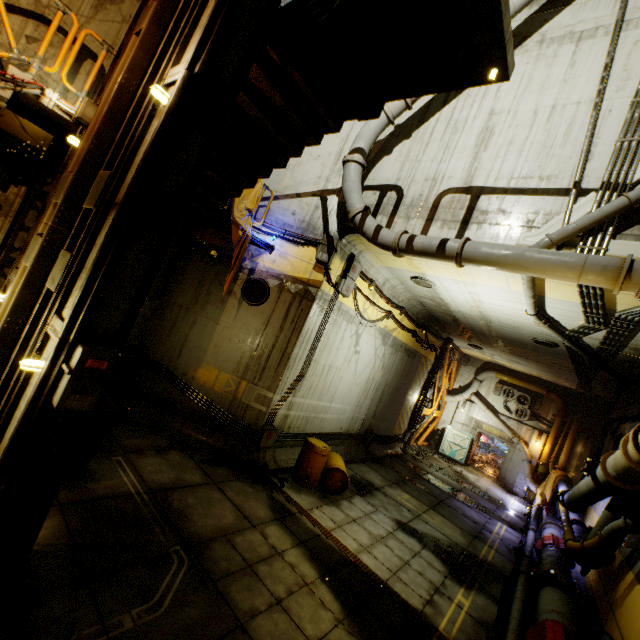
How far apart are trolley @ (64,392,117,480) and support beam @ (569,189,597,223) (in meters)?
8.31

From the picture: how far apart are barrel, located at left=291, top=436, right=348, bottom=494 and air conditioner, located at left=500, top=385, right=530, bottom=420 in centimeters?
1514cm

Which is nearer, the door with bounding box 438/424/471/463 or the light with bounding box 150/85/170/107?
the light with bounding box 150/85/170/107

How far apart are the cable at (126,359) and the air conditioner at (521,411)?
21.0 meters

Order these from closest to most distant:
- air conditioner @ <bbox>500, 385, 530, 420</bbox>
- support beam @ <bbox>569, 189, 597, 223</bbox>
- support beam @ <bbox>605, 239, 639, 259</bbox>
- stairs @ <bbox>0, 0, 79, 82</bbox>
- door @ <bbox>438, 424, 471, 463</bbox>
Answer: stairs @ <bbox>0, 0, 79, 82</bbox> → support beam @ <bbox>605, 239, 639, 259</bbox> → support beam @ <bbox>569, 189, 597, 223</bbox> → air conditioner @ <bbox>500, 385, 530, 420</bbox> → door @ <bbox>438, 424, 471, 463</bbox>

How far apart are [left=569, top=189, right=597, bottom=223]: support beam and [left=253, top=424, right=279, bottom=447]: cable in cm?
757

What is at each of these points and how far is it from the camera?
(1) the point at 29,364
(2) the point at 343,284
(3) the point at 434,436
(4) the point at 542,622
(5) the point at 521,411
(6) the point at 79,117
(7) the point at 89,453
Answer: (1) light, 3.18m
(2) cable, 9.79m
(3) rock, 22.80m
(4) pipe, 6.16m
(5) air conditioner, 20.22m
(6) cable, 5.02m
(7) trolley, 5.62m

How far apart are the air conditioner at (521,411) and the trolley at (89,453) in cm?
2192
